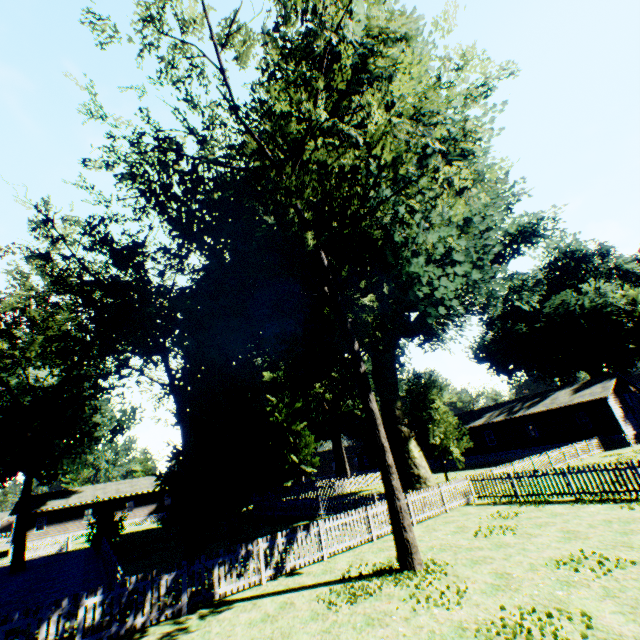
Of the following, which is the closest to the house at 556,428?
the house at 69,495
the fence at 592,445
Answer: the fence at 592,445

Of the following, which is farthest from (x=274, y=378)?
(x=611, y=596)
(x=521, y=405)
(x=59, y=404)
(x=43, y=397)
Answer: (x=611, y=596)

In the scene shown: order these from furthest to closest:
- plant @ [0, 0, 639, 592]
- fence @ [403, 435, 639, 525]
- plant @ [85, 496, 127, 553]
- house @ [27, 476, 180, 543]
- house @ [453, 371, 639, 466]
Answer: house @ [27, 476, 180, 543] → house @ [453, 371, 639, 466] → plant @ [85, 496, 127, 553] → fence @ [403, 435, 639, 525] → plant @ [0, 0, 639, 592]

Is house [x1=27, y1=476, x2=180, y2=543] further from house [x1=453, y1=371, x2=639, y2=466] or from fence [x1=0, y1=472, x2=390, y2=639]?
house [x1=453, y1=371, x2=639, y2=466]

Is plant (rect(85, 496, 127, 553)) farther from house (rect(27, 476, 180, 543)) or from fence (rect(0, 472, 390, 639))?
house (rect(27, 476, 180, 543))

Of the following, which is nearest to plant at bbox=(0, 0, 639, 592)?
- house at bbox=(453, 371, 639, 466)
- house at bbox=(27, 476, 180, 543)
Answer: house at bbox=(453, 371, 639, 466)

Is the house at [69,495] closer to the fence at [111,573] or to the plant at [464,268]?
the fence at [111,573]
